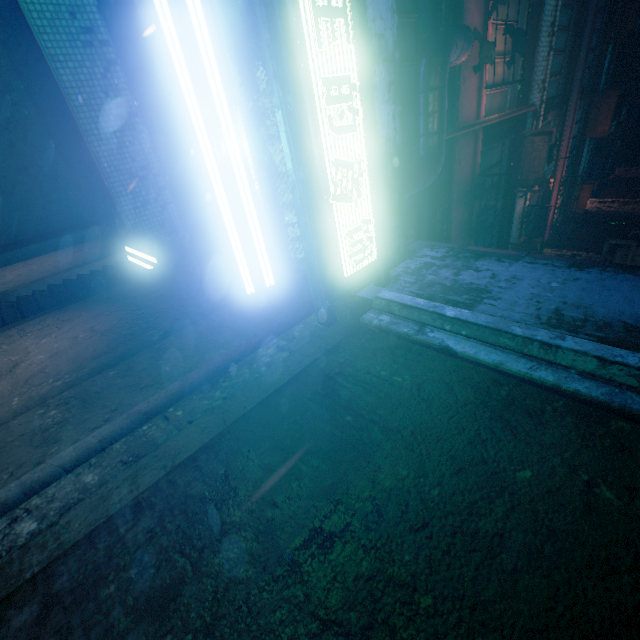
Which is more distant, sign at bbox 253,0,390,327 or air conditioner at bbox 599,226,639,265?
air conditioner at bbox 599,226,639,265

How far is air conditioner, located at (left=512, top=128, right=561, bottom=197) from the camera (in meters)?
6.04

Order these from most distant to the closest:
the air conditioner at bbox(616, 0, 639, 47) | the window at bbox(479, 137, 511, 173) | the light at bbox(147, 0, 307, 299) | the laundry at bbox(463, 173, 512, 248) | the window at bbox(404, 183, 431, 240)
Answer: the air conditioner at bbox(616, 0, 639, 47) < the window at bbox(479, 137, 511, 173) < the laundry at bbox(463, 173, 512, 248) < the window at bbox(404, 183, 431, 240) < the light at bbox(147, 0, 307, 299)

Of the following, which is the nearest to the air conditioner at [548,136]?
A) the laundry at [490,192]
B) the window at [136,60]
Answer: the laundry at [490,192]

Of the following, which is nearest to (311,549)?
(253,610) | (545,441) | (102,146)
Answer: (253,610)

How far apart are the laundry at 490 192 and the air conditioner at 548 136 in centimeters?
202cm

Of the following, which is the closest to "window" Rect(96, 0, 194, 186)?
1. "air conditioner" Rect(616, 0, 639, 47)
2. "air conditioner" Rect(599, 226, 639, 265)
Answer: "air conditioner" Rect(599, 226, 639, 265)

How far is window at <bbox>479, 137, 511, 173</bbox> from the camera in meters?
5.6 m
